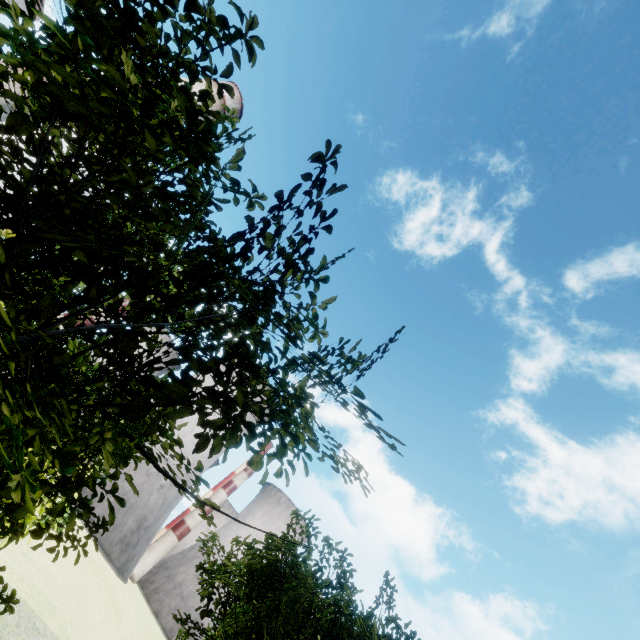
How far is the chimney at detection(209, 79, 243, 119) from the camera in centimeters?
4619cm

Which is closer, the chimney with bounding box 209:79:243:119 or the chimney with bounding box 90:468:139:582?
the chimney with bounding box 209:79:243:119

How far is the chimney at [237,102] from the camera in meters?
46.2 m

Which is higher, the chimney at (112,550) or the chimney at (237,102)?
the chimney at (237,102)

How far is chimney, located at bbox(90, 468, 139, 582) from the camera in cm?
5425

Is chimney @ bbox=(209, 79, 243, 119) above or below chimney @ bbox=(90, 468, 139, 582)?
above

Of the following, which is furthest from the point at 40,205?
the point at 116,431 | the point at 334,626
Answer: the point at 334,626
